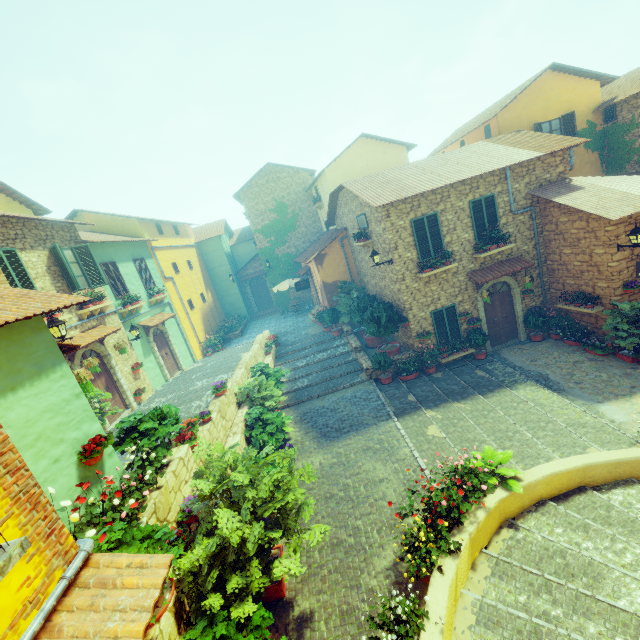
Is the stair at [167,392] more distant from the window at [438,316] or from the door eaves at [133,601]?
the window at [438,316]

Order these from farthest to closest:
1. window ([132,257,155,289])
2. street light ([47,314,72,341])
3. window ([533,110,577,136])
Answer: window ([132,257,155,289]) < window ([533,110,577,136]) < street light ([47,314,72,341])

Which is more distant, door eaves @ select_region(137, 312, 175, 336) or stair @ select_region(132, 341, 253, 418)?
door eaves @ select_region(137, 312, 175, 336)

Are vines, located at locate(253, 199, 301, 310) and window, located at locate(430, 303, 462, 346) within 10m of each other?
no

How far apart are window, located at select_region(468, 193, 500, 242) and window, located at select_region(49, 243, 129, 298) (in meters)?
14.48

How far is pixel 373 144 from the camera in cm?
1967

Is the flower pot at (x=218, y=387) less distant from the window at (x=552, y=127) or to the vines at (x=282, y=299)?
the vines at (x=282, y=299)

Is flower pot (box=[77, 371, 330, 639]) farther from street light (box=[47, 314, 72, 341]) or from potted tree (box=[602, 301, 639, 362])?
potted tree (box=[602, 301, 639, 362])
